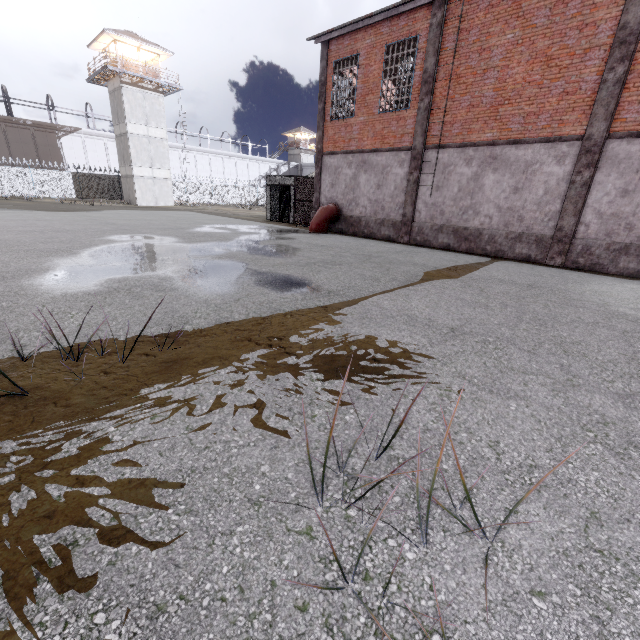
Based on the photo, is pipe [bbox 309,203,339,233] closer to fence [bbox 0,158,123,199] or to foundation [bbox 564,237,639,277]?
foundation [bbox 564,237,639,277]

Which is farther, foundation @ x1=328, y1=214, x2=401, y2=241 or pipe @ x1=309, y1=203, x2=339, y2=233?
pipe @ x1=309, y1=203, x2=339, y2=233

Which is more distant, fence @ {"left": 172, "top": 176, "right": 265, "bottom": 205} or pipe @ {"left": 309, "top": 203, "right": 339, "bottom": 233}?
fence @ {"left": 172, "top": 176, "right": 265, "bottom": 205}

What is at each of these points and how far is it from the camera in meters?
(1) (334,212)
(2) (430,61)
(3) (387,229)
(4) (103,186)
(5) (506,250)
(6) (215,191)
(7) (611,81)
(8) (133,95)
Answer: (1) pipe, 17.0 m
(2) column, 12.6 m
(3) foundation, 15.6 m
(4) fence, 37.3 m
(5) foundation, 12.2 m
(6) fence, 47.0 m
(7) column, 9.4 m
(8) building, 32.1 m

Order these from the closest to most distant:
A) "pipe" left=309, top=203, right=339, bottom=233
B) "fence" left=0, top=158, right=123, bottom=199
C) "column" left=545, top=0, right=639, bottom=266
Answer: "column" left=545, top=0, right=639, bottom=266 < "pipe" left=309, top=203, right=339, bottom=233 < "fence" left=0, top=158, right=123, bottom=199

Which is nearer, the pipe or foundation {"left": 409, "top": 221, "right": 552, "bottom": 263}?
foundation {"left": 409, "top": 221, "right": 552, "bottom": 263}

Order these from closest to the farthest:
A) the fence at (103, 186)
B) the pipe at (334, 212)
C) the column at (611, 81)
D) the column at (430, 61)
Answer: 1. the column at (611, 81)
2. the column at (430, 61)
3. the pipe at (334, 212)
4. the fence at (103, 186)

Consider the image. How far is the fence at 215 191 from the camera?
43.6 meters
